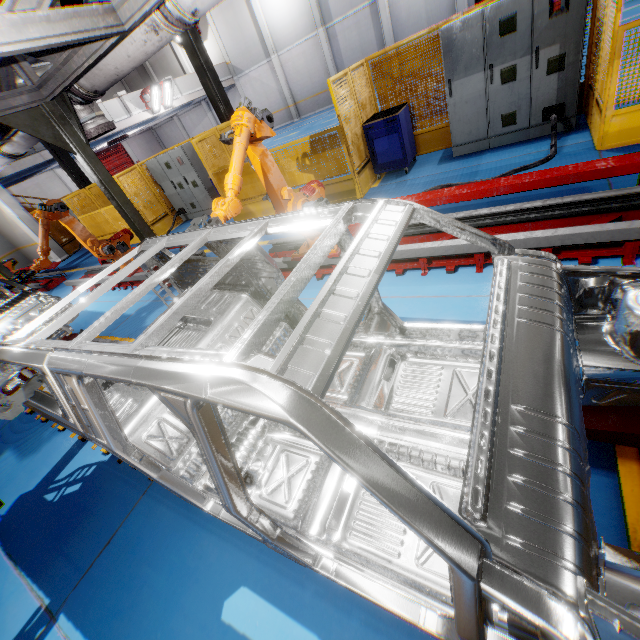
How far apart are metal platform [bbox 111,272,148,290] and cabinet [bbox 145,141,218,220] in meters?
3.0

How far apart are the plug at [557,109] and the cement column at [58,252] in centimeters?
1919cm

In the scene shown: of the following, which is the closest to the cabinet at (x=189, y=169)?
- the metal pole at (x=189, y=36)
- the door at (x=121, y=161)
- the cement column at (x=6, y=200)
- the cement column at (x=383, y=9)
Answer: the metal pole at (x=189, y=36)

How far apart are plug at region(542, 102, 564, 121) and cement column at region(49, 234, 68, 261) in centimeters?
1919cm

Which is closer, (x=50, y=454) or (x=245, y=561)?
(x=245, y=561)

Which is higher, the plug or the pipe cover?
the pipe cover

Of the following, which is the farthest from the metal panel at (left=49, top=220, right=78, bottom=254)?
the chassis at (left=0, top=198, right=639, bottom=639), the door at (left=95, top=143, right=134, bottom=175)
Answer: the door at (left=95, top=143, right=134, bottom=175)

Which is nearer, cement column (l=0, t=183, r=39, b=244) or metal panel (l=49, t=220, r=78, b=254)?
cement column (l=0, t=183, r=39, b=244)
